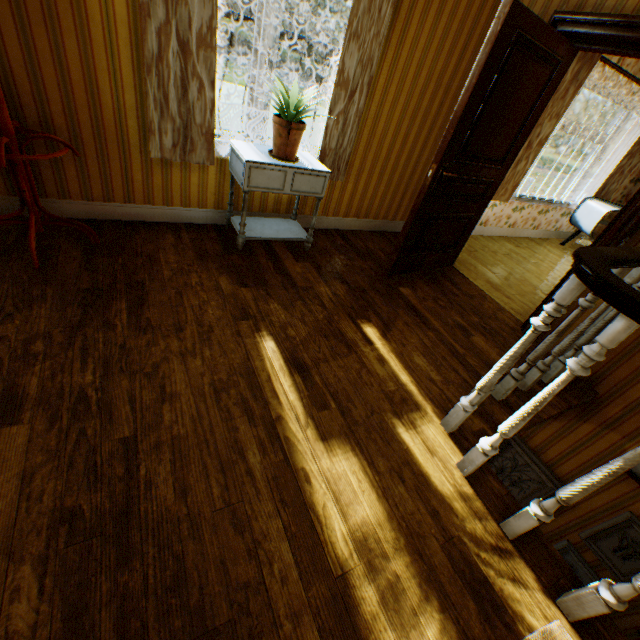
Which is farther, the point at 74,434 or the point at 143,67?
the point at 143,67

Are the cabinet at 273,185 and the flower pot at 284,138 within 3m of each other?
yes

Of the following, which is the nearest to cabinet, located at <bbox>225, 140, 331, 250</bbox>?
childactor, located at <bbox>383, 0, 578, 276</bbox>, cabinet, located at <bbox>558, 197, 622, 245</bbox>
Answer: childactor, located at <bbox>383, 0, 578, 276</bbox>

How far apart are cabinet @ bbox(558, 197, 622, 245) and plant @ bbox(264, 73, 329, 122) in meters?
5.4 m

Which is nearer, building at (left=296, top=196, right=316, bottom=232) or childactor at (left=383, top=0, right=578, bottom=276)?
childactor at (left=383, top=0, right=578, bottom=276)

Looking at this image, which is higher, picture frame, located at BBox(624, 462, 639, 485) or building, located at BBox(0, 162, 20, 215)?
building, located at BBox(0, 162, 20, 215)

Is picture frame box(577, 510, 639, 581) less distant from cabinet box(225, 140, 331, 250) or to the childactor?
the childactor

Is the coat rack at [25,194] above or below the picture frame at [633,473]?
above
